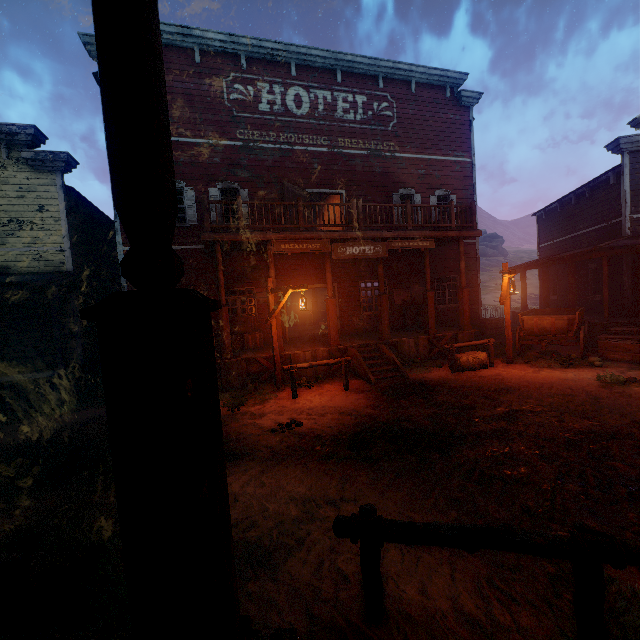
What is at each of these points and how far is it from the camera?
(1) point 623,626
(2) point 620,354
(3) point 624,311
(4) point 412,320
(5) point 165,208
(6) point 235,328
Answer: (1) z, 2.4m
(2) wooden box, 9.9m
(3) metal tub, 12.7m
(4) barrel, 14.4m
(5) building, 1.1m
(6) wooden box, 11.9m

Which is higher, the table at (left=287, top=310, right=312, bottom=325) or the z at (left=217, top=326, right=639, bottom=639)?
the table at (left=287, top=310, right=312, bottom=325)

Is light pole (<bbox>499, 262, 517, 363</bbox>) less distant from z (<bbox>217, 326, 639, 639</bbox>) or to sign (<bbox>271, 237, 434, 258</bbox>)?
z (<bbox>217, 326, 639, 639</bbox>)

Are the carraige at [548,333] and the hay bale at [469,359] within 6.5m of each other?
yes

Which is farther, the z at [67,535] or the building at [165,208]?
the z at [67,535]

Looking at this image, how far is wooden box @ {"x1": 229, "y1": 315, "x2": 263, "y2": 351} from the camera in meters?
11.8

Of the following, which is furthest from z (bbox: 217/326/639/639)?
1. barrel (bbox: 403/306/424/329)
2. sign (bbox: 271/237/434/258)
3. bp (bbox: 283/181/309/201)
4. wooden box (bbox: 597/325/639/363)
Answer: bp (bbox: 283/181/309/201)

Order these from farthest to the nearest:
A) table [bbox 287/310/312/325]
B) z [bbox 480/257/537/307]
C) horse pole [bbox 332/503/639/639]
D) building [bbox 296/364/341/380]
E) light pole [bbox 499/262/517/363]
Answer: z [bbox 480/257/537/307]
table [bbox 287/310/312/325]
building [bbox 296/364/341/380]
light pole [bbox 499/262/517/363]
horse pole [bbox 332/503/639/639]
